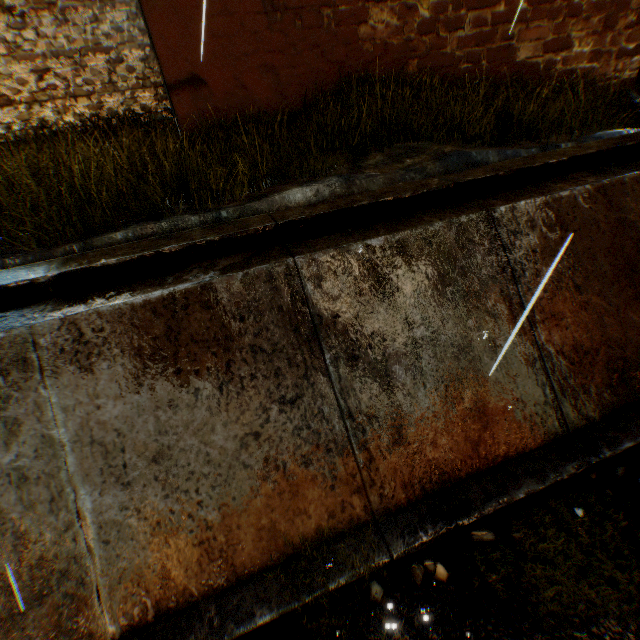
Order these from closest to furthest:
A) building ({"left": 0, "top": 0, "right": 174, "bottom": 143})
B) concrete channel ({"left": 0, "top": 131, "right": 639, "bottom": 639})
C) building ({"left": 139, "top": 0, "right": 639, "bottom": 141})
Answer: concrete channel ({"left": 0, "top": 131, "right": 639, "bottom": 639}), building ({"left": 139, "top": 0, "right": 639, "bottom": 141}), building ({"left": 0, "top": 0, "right": 174, "bottom": 143})

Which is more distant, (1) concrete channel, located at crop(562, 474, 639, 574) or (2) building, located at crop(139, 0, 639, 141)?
(2) building, located at crop(139, 0, 639, 141)

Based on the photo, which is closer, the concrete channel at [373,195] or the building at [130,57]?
the concrete channel at [373,195]

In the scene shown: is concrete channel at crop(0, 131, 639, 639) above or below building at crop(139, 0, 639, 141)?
below

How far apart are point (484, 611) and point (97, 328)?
3.8m
